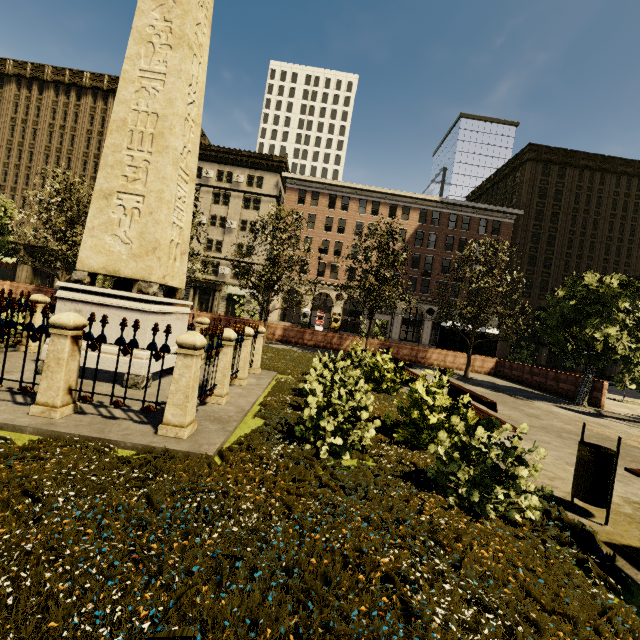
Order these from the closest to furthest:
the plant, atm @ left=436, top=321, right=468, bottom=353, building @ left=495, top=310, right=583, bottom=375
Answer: the plant, atm @ left=436, top=321, right=468, bottom=353, building @ left=495, top=310, right=583, bottom=375

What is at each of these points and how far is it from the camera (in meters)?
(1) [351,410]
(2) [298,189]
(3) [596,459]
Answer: (1) tree, 4.96
(2) building, 41.72
(3) dumpster, 3.99

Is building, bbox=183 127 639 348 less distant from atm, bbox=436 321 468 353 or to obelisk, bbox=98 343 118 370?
atm, bbox=436 321 468 353

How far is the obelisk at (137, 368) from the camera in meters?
6.0

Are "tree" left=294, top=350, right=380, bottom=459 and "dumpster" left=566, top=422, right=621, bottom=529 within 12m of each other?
yes

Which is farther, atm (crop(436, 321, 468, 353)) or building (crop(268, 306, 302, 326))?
building (crop(268, 306, 302, 326))

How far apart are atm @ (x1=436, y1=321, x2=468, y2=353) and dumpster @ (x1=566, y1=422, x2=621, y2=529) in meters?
18.8

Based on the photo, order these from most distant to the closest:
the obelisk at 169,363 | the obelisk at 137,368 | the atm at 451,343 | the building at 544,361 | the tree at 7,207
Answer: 1. the building at 544,361
2. the atm at 451,343
3. the tree at 7,207
4. the obelisk at 169,363
5. the obelisk at 137,368
